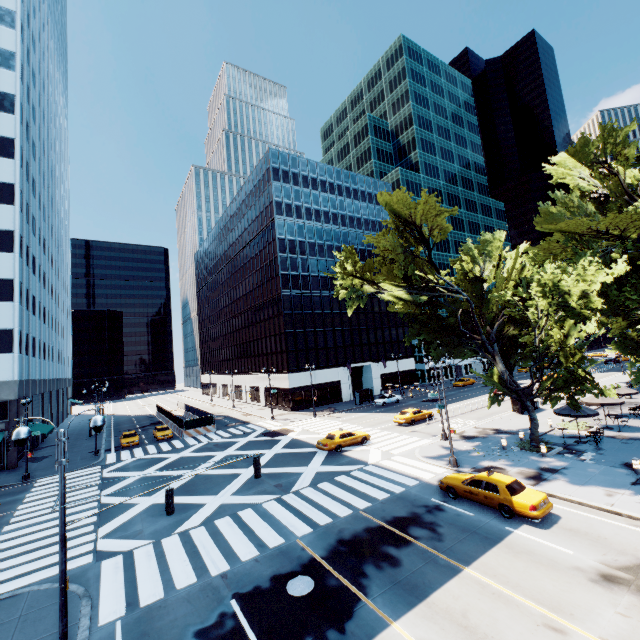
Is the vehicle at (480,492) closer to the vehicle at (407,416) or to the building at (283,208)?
the vehicle at (407,416)

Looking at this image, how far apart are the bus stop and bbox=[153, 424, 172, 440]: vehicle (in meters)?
26.67

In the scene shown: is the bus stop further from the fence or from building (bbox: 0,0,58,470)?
building (bbox: 0,0,58,470)

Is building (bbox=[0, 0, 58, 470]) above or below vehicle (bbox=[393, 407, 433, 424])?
above

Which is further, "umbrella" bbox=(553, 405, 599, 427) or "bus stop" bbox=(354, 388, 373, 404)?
"bus stop" bbox=(354, 388, 373, 404)

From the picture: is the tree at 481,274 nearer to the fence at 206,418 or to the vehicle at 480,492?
the vehicle at 480,492

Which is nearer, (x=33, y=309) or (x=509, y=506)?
(x=509, y=506)

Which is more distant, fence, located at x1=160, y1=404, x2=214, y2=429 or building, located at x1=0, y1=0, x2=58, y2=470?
fence, located at x1=160, y1=404, x2=214, y2=429
